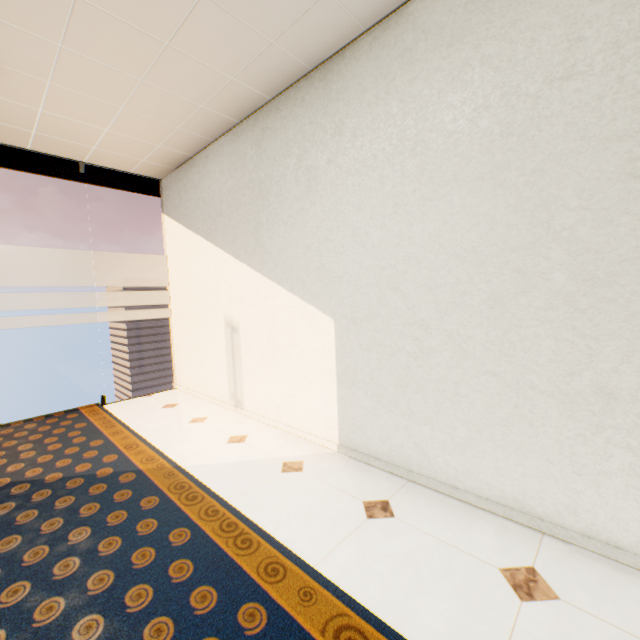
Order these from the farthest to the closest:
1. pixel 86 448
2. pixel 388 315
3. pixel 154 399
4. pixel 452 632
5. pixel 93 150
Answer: pixel 154 399 → pixel 93 150 → pixel 86 448 → pixel 388 315 → pixel 452 632
